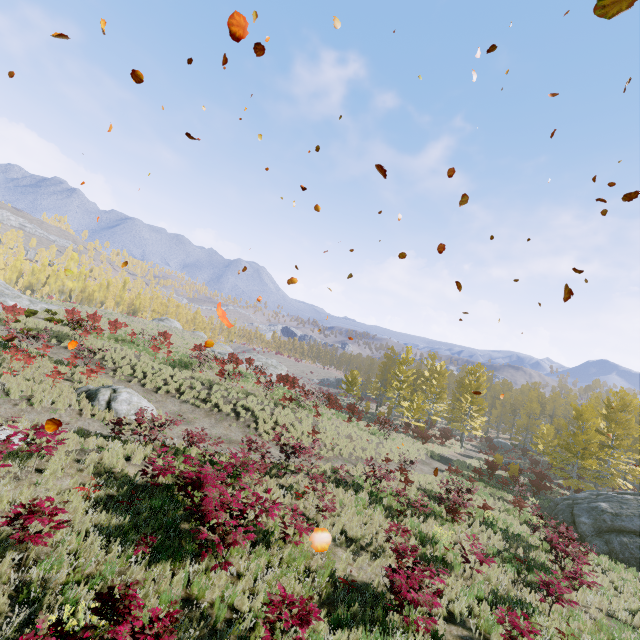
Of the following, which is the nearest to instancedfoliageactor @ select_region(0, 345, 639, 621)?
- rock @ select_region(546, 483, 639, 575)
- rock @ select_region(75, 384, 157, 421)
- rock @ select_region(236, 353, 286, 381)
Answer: rock @ select_region(546, 483, 639, 575)

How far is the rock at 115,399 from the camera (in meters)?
14.52

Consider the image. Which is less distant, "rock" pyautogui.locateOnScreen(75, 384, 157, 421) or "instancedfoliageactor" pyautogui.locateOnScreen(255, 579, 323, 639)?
"instancedfoliageactor" pyautogui.locateOnScreen(255, 579, 323, 639)

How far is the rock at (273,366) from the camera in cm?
4291

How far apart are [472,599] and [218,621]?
7.21m

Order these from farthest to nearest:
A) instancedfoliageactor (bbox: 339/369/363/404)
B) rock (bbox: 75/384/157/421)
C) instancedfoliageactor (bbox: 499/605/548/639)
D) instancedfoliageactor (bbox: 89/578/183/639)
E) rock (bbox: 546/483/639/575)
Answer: instancedfoliageactor (bbox: 339/369/363/404) < rock (bbox: 546/483/639/575) < rock (bbox: 75/384/157/421) < instancedfoliageactor (bbox: 499/605/548/639) < instancedfoliageactor (bbox: 89/578/183/639)

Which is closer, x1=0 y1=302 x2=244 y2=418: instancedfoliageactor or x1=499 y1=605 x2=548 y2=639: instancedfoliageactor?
x1=499 y1=605 x2=548 y2=639: instancedfoliageactor

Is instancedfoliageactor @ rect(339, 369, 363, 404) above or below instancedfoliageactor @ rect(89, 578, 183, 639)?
above
